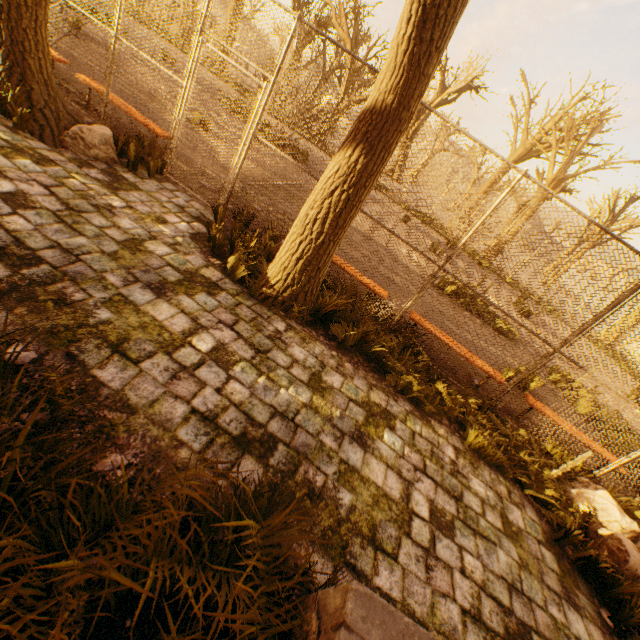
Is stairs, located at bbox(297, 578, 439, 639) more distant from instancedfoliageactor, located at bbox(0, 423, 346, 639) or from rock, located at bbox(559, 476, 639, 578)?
rock, located at bbox(559, 476, 639, 578)

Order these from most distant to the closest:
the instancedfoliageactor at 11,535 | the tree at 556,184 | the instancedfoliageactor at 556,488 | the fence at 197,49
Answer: the tree at 556,184 → the fence at 197,49 → the instancedfoliageactor at 556,488 → the instancedfoliageactor at 11,535

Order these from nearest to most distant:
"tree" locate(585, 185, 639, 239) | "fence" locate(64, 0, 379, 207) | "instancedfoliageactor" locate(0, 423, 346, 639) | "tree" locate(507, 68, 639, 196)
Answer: "instancedfoliageactor" locate(0, 423, 346, 639), "fence" locate(64, 0, 379, 207), "tree" locate(507, 68, 639, 196), "tree" locate(585, 185, 639, 239)

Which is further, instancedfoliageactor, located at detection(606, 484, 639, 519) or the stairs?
instancedfoliageactor, located at detection(606, 484, 639, 519)

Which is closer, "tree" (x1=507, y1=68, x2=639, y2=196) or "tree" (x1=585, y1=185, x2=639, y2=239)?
"tree" (x1=507, y1=68, x2=639, y2=196)

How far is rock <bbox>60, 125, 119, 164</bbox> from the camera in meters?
4.6 m

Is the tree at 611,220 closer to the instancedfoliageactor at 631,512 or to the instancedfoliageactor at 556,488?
the instancedfoliageactor at 631,512

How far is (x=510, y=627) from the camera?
2.61m
